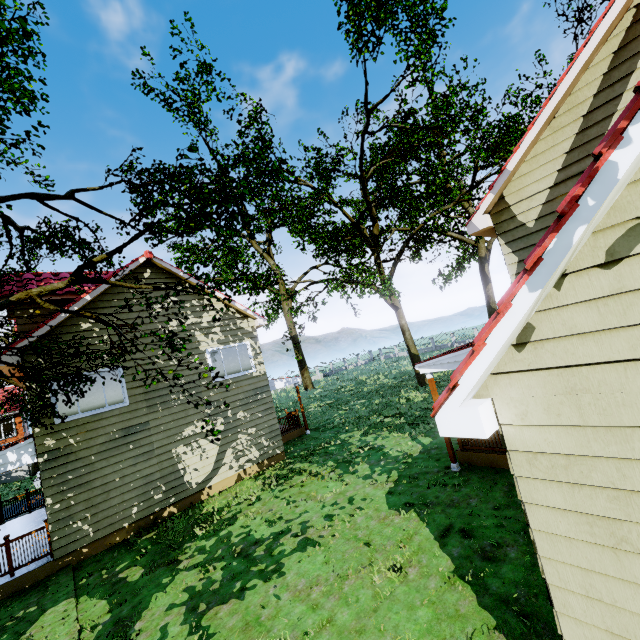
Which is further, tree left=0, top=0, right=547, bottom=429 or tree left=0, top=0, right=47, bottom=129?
tree left=0, top=0, right=547, bottom=429

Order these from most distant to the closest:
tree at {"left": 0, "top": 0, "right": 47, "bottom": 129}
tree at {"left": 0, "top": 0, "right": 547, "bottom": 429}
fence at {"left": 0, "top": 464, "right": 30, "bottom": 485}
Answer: fence at {"left": 0, "top": 464, "right": 30, "bottom": 485}, tree at {"left": 0, "top": 0, "right": 547, "bottom": 429}, tree at {"left": 0, "top": 0, "right": 47, "bottom": 129}

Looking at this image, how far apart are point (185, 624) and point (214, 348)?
8.95m

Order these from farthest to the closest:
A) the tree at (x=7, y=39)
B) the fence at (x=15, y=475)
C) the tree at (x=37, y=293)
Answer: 1. the fence at (x=15, y=475)
2. the tree at (x=37, y=293)
3. the tree at (x=7, y=39)

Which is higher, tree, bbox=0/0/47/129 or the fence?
tree, bbox=0/0/47/129

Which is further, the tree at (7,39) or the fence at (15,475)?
the fence at (15,475)

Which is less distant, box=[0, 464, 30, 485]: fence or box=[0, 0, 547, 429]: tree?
box=[0, 0, 547, 429]: tree
